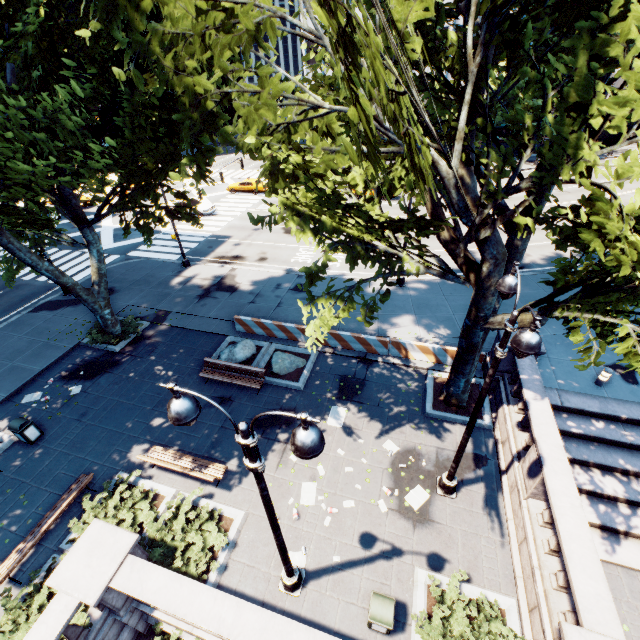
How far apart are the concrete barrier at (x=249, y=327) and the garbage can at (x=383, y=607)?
8.9m

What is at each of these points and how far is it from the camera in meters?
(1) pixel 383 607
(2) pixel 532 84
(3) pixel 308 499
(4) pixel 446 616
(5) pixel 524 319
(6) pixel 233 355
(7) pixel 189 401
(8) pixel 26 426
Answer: (1) garbage can, 7.3
(2) tree, 5.5
(3) instancedfoliageactor, 10.2
(4) bush, 7.6
(5) tree, 8.3
(6) rock, 15.0
(7) light, 4.5
(8) garbage can, 11.9

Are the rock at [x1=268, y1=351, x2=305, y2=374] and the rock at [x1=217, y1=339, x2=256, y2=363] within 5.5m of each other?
yes

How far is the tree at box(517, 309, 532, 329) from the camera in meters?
8.2 m

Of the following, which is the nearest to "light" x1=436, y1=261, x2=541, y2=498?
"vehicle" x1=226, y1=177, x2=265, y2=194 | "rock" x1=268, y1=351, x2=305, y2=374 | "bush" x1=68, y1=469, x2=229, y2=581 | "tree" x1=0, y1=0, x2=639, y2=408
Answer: "tree" x1=0, y1=0, x2=639, y2=408

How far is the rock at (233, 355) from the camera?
15.0 meters

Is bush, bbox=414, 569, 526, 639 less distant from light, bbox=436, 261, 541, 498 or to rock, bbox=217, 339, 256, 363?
light, bbox=436, 261, 541, 498

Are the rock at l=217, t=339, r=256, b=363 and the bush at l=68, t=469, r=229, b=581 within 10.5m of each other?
yes
